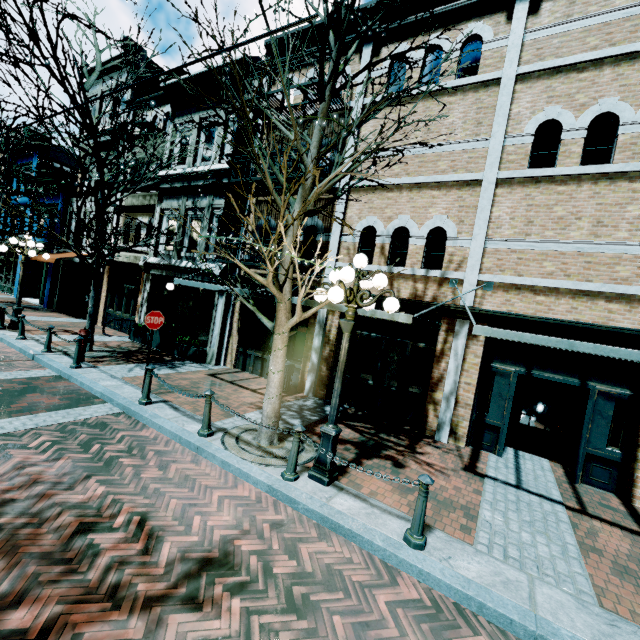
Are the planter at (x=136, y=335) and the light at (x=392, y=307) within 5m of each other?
no

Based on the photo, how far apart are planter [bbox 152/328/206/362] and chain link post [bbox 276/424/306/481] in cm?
761

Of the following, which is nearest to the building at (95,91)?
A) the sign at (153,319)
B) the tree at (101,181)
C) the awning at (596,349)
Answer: the awning at (596,349)

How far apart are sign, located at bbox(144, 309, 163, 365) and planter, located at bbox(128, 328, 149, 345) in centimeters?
508cm

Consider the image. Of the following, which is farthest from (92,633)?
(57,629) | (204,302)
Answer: (204,302)

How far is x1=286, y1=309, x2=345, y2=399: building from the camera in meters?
9.9

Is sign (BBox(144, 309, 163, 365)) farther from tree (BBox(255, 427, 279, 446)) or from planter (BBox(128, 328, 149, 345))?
planter (BBox(128, 328, 149, 345))

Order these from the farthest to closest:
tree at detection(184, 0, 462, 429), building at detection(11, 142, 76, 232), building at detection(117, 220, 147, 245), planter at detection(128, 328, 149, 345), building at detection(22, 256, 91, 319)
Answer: building at detection(11, 142, 76, 232), building at detection(22, 256, 91, 319), building at detection(117, 220, 147, 245), planter at detection(128, 328, 149, 345), tree at detection(184, 0, 462, 429)
